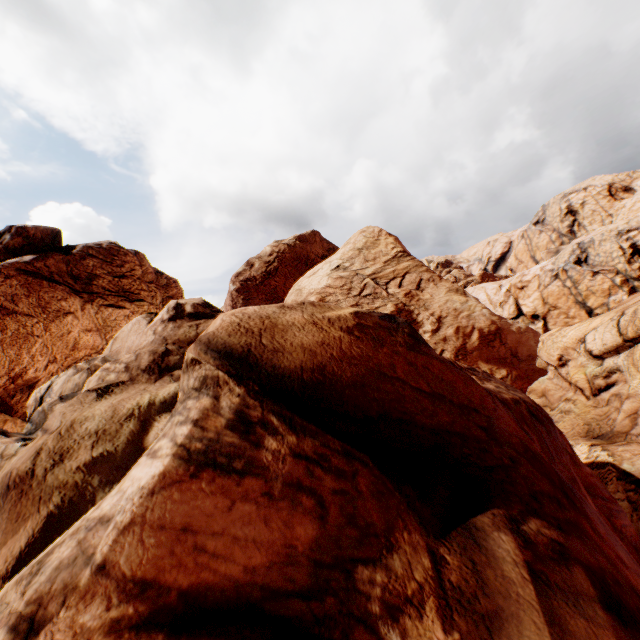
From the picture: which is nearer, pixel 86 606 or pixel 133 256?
pixel 86 606
